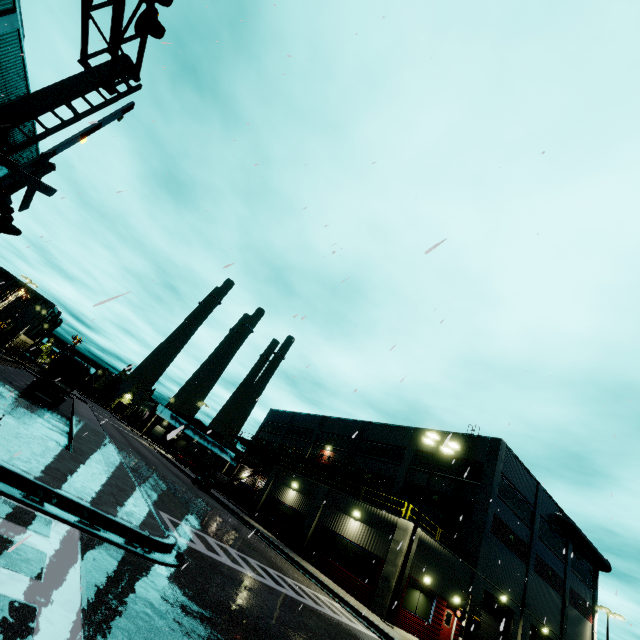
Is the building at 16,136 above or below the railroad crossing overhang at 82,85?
above

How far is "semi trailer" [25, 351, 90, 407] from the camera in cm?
2268

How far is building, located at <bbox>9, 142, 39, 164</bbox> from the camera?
26.2m

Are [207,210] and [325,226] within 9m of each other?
yes

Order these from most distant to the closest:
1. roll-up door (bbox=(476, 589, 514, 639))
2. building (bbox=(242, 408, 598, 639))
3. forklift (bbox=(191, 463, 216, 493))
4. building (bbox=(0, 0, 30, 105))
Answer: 1. forklift (bbox=(191, 463, 216, 493))
2. roll-up door (bbox=(476, 589, 514, 639))
3. building (bbox=(242, 408, 598, 639))
4. building (bbox=(0, 0, 30, 105))

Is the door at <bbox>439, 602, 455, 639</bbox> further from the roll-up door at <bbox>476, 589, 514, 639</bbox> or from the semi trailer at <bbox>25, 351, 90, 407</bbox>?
the semi trailer at <bbox>25, 351, 90, 407</bbox>

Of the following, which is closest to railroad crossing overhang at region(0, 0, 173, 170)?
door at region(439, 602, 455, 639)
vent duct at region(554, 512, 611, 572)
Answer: door at region(439, 602, 455, 639)

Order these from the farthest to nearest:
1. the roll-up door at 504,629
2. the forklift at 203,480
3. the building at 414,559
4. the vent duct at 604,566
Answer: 1. the vent duct at 604,566
2. the forklift at 203,480
3. the roll-up door at 504,629
4. the building at 414,559
